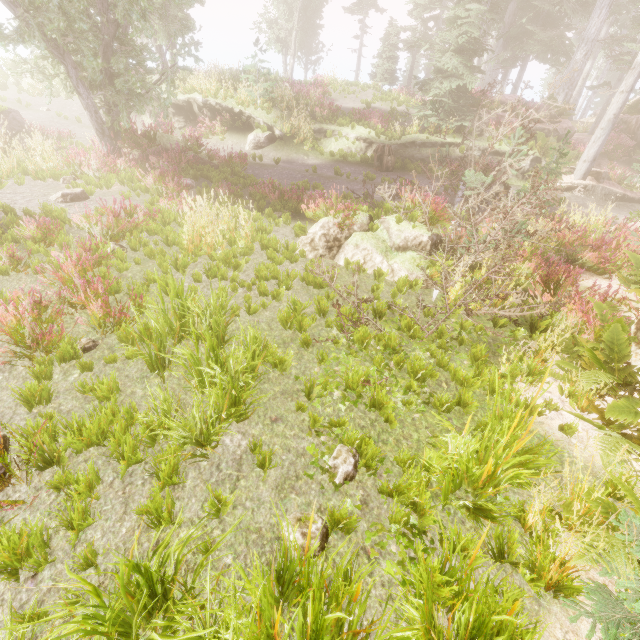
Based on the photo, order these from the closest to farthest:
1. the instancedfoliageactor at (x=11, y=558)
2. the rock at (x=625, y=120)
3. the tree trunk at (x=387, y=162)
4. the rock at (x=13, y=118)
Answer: the instancedfoliageactor at (x=11, y=558), the rock at (x=13, y=118), the tree trunk at (x=387, y=162), the rock at (x=625, y=120)

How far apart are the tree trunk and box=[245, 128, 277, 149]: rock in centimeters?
554cm

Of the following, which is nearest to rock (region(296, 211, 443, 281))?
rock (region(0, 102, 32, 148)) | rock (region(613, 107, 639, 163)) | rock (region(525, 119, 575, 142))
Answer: rock (region(525, 119, 575, 142))

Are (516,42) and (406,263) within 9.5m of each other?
no

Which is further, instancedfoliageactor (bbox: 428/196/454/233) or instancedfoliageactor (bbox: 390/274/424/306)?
instancedfoliageactor (bbox: 428/196/454/233)

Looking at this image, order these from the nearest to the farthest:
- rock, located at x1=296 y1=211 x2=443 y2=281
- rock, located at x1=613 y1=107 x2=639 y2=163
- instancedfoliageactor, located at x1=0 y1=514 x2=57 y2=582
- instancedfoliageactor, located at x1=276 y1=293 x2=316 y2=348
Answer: instancedfoliageactor, located at x1=0 y1=514 x2=57 y2=582 < instancedfoliageactor, located at x1=276 y1=293 x2=316 y2=348 < rock, located at x1=296 y1=211 x2=443 y2=281 < rock, located at x1=613 y1=107 x2=639 y2=163

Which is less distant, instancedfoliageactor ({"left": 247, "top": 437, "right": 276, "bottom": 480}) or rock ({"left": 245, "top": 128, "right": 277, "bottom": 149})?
instancedfoliageactor ({"left": 247, "top": 437, "right": 276, "bottom": 480})

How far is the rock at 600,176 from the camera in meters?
16.5
